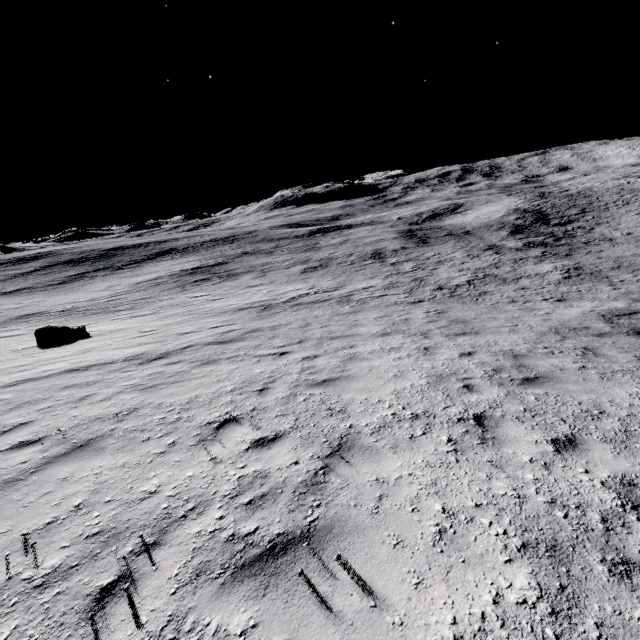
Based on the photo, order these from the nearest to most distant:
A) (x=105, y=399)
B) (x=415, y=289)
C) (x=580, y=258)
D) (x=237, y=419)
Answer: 1. (x=237, y=419)
2. (x=105, y=399)
3. (x=415, y=289)
4. (x=580, y=258)

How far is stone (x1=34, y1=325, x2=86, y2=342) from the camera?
14.6m

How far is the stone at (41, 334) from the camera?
14.6 meters
